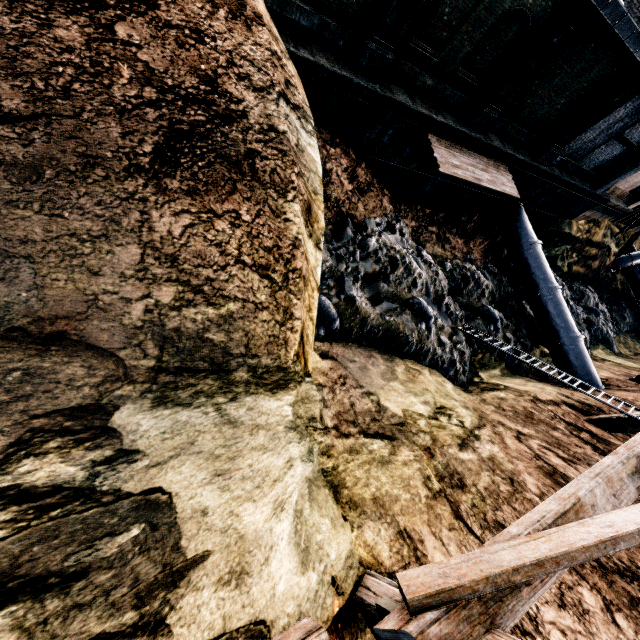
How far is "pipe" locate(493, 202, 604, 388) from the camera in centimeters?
1695cm

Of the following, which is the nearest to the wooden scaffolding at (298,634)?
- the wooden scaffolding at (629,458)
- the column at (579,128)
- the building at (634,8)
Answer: the wooden scaffolding at (629,458)

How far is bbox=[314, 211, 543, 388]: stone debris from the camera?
11.33m

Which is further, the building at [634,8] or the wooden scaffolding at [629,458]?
the building at [634,8]

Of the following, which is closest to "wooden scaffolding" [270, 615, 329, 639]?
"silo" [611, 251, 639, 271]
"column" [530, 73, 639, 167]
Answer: "column" [530, 73, 639, 167]

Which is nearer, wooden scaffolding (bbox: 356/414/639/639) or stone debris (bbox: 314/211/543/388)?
wooden scaffolding (bbox: 356/414/639/639)

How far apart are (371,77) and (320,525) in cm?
1239

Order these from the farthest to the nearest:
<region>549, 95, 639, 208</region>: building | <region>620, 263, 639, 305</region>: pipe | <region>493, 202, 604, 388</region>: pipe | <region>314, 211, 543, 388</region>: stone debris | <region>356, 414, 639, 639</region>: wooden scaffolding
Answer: <region>620, 263, 639, 305</region>: pipe → <region>493, 202, 604, 388</region>: pipe → <region>549, 95, 639, 208</region>: building → <region>314, 211, 543, 388</region>: stone debris → <region>356, 414, 639, 639</region>: wooden scaffolding
